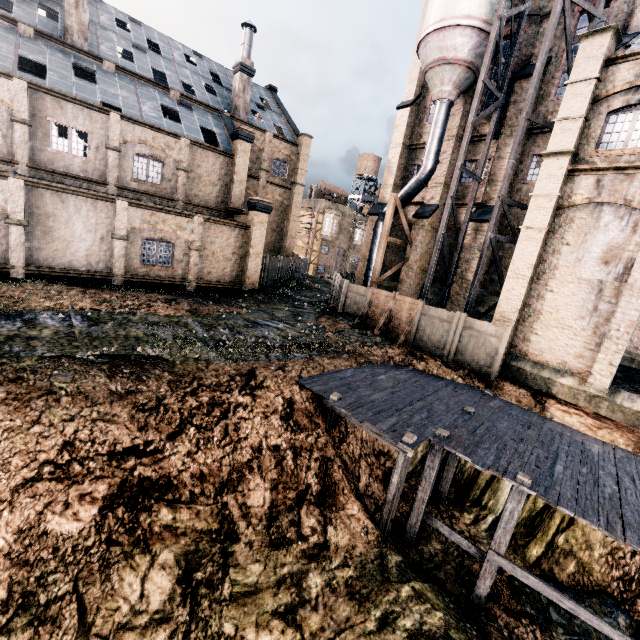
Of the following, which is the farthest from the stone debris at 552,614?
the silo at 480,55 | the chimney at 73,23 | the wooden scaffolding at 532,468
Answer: the chimney at 73,23

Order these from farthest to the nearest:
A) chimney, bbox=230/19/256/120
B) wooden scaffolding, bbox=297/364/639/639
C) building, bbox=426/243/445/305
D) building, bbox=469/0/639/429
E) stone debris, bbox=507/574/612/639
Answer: chimney, bbox=230/19/256/120 → building, bbox=426/243/445/305 → building, bbox=469/0/639/429 → stone debris, bbox=507/574/612/639 → wooden scaffolding, bbox=297/364/639/639

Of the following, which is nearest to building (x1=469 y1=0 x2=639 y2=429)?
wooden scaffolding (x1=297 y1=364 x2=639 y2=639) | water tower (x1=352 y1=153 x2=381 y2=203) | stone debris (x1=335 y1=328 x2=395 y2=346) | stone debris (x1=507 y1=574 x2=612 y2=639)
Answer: water tower (x1=352 y1=153 x2=381 y2=203)

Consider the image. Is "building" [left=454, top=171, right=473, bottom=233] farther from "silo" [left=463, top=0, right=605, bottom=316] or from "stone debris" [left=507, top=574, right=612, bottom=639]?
"stone debris" [left=507, top=574, right=612, bottom=639]

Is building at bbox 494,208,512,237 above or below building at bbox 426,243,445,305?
above

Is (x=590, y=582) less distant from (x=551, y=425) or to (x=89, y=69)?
(x=551, y=425)

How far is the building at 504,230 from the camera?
21.3 meters
